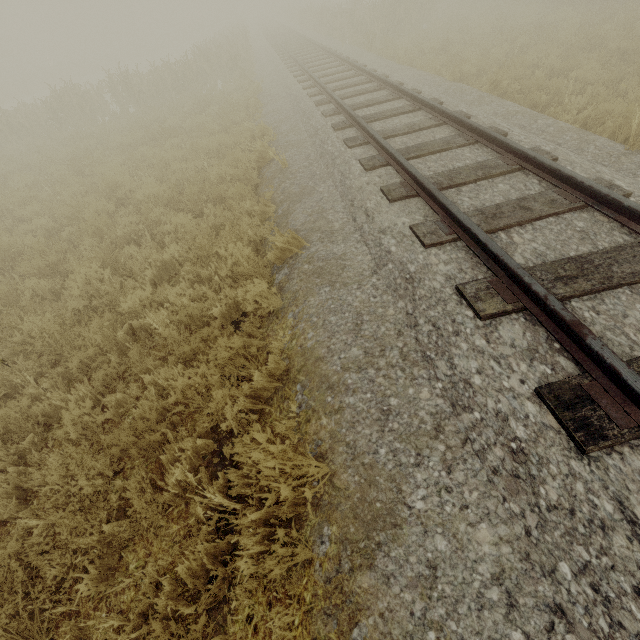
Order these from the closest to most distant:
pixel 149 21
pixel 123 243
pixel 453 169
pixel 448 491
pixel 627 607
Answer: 1. pixel 627 607
2. pixel 448 491
3. pixel 453 169
4. pixel 123 243
5. pixel 149 21
